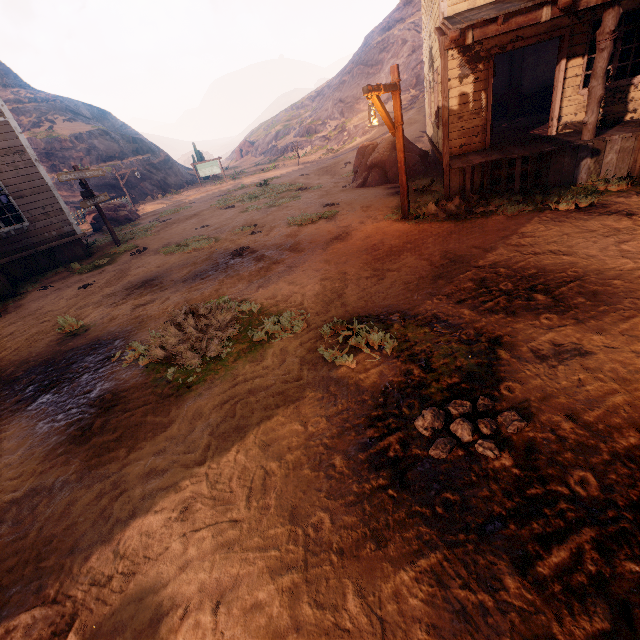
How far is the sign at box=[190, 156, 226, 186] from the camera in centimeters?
3031cm

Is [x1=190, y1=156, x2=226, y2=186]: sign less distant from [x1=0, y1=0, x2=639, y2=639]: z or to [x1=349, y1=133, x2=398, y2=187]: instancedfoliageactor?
[x1=0, y1=0, x2=639, y2=639]: z

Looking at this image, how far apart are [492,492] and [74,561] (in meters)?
3.43

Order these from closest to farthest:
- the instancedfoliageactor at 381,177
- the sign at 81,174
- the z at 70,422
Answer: the z at 70,422 < the sign at 81,174 < the instancedfoliageactor at 381,177

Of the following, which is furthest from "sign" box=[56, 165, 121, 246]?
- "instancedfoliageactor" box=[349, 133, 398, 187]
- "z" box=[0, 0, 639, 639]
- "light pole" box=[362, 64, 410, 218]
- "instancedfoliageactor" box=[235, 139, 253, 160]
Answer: "instancedfoliageactor" box=[235, 139, 253, 160]

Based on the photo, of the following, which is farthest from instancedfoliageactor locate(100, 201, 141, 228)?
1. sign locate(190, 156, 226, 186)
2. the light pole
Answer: the light pole

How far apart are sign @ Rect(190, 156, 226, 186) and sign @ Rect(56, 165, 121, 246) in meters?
19.2

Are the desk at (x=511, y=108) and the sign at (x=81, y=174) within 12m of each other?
no
